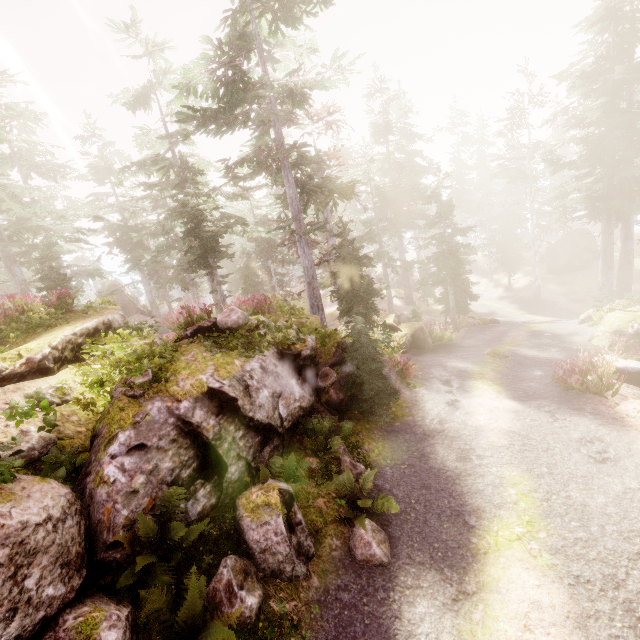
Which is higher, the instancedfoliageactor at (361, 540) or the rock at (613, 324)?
the instancedfoliageactor at (361, 540)

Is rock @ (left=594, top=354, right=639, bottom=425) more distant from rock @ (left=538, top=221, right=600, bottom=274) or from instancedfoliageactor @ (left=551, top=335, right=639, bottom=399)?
rock @ (left=538, top=221, right=600, bottom=274)

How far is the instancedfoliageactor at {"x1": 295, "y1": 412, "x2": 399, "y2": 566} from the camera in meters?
6.4 m

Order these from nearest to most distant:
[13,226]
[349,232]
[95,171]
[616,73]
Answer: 1. [349,232]
2. [13,226]
3. [616,73]
4. [95,171]

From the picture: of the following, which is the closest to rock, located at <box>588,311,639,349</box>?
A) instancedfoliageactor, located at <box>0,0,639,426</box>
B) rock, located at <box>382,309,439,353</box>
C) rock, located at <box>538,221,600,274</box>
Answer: instancedfoliageactor, located at <box>0,0,639,426</box>

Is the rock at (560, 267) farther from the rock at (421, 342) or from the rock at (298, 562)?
the rock at (421, 342)

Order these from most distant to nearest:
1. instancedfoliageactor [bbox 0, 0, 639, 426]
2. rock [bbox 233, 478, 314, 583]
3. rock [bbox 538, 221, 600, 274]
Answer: rock [bbox 538, 221, 600, 274], instancedfoliageactor [bbox 0, 0, 639, 426], rock [bbox 233, 478, 314, 583]
